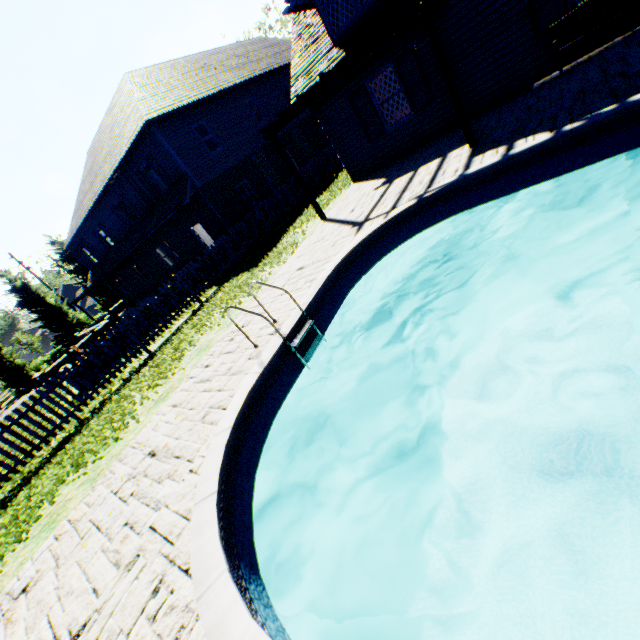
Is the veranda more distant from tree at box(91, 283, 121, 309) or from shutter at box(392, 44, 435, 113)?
tree at box(91, 283, 121, 309)

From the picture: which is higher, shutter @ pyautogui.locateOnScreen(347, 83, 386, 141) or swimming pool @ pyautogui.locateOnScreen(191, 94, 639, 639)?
shutter @ pyautogui.locateOnScreen(347, 83, 386, 141)

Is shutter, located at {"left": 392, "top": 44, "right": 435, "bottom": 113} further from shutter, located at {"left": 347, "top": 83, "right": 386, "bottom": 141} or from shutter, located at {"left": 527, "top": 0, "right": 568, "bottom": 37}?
shutter, located at {"left": 527, "top": 0, "right": 568, "bottom": 37}

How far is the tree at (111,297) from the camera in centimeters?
3494cm

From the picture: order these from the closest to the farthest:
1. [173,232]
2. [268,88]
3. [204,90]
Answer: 1. [204,90]
2. [173,232]
3. [268,88]

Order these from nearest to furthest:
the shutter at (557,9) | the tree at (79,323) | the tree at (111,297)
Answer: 1. the shutter at (557,9)
2. the tree at (79,323)
3. the tree at (111,297)

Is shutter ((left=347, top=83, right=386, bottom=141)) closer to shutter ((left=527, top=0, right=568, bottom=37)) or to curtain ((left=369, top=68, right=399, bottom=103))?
curtain ((left=369, top=68, right=399, bottom=103))

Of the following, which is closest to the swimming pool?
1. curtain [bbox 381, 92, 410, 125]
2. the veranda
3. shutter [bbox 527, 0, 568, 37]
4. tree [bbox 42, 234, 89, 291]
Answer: the veranda
